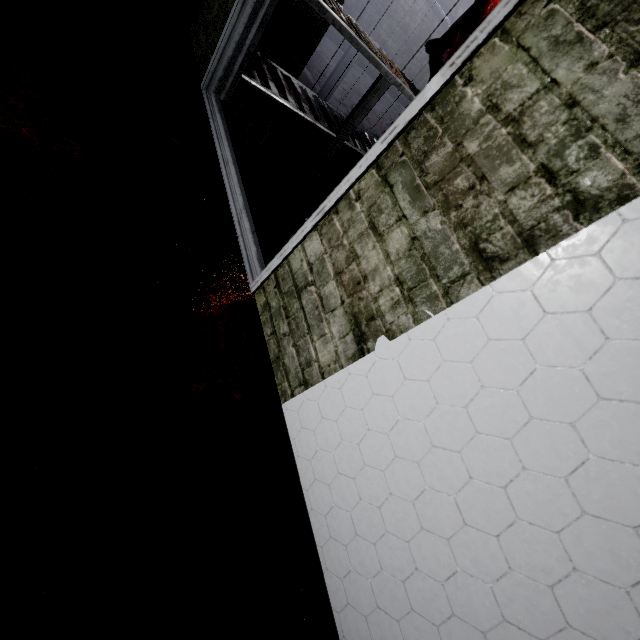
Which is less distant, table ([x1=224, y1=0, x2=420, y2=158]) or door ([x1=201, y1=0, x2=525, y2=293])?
door ([x1=201, y1=0, x2=525, y2=293])

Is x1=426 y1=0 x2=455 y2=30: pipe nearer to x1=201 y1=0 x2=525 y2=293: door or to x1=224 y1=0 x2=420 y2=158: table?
x1=224 y1=0 x2=420 y2=158: table

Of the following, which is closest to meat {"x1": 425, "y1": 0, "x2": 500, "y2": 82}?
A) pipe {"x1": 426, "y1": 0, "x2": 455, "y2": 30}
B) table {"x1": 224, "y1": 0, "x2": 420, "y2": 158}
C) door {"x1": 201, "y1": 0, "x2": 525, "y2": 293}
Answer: table {"x1": 224, "y1": 0, "x2": 420, "y2": 158}

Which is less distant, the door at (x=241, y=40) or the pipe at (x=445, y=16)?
the door at (x=241, y=40)

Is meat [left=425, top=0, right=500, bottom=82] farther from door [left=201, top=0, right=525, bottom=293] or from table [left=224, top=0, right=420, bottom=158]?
door [left=201, top=0, right=525, bottom=293]

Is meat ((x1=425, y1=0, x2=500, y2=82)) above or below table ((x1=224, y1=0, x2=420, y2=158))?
above

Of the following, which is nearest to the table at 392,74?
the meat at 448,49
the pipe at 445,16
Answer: the meat at 448,49

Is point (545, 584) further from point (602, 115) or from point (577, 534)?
point (602, 115)
